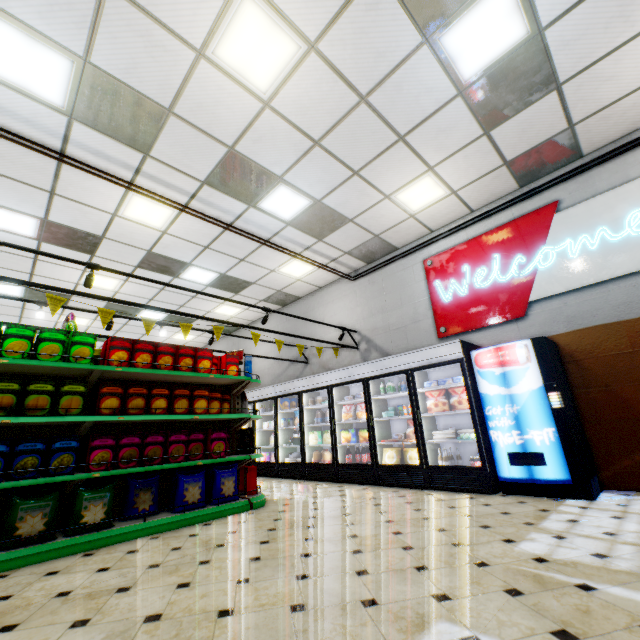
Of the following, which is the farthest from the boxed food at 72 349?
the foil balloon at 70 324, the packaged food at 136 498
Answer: the foil balloon at 70 324

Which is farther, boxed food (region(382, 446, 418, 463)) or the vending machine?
boxed food (region(382, 446, 418, 463))

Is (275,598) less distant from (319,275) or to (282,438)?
(282,438)

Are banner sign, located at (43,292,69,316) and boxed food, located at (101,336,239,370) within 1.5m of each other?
yes

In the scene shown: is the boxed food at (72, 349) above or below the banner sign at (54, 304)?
below

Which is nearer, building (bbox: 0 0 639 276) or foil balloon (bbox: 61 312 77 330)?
building (bbox: 0 0 639 276)

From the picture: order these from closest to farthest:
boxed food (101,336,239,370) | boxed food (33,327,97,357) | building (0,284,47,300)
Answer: boxed food (33,327,97,357) < boxed food (101,336,239,370) < building (0,284,47,300)

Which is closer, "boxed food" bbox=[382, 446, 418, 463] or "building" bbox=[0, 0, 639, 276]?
"building" bbox=[0, 0, 639, 276]
